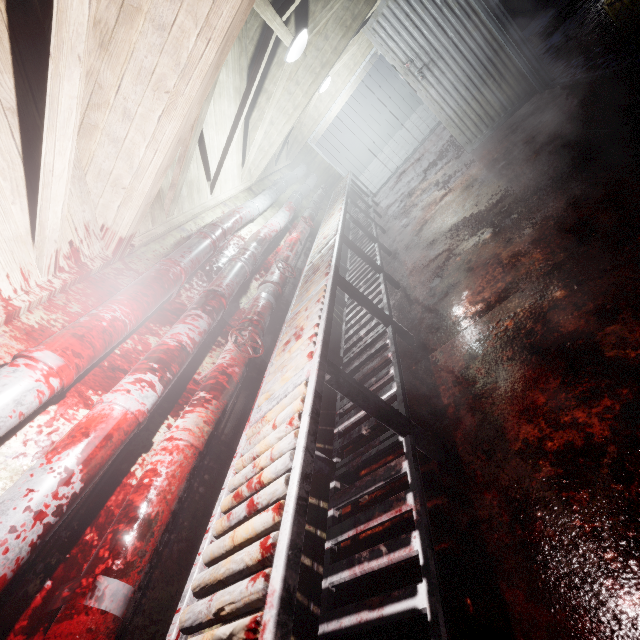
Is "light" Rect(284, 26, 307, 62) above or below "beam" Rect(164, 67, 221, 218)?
above

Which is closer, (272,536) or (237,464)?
(272,536)

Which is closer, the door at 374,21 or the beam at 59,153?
the beam at 59,153

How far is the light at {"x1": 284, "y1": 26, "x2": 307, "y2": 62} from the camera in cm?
306

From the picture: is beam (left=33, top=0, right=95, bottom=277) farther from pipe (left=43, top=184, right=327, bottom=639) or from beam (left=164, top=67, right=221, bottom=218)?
pipe (left=43, top=184, right=327, bottom=639)

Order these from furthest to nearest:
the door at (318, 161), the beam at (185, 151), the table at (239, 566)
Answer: the door at (318, 161), the beam at (185, 151), the table at (239, 566)

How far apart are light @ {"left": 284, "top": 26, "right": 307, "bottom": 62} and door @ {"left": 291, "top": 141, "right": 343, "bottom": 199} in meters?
4.0 m

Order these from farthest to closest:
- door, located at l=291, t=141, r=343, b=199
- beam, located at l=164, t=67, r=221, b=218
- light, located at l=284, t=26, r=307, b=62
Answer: door, located at l=291, t=141, r=343, b=199, light, located at l=284, t=26, r=307, b=62, beam, located at l=164, t=67, r=221, b=218
